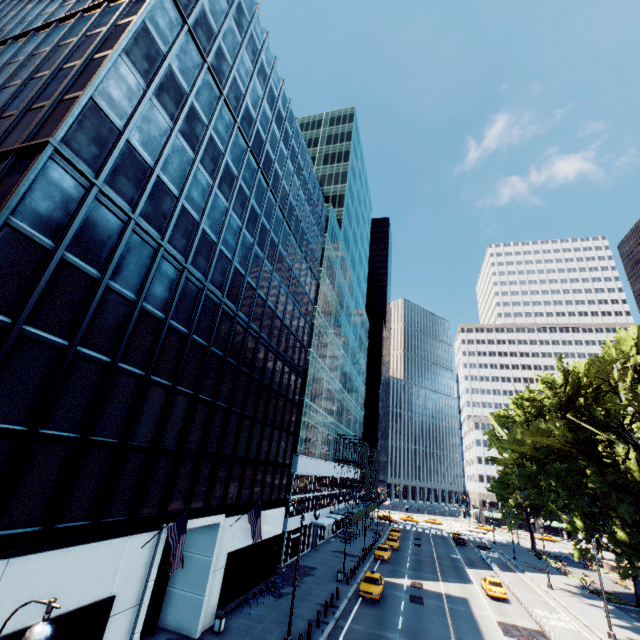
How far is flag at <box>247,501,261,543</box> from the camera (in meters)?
21.66

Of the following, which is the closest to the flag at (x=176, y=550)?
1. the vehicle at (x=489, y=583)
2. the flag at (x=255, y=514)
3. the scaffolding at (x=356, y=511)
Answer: the flag at (x=255, y=514)

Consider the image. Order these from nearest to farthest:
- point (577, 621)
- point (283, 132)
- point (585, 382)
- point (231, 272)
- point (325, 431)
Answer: point (231, 272) < point (577, 621) < point (585, 382) < point (283, 132) < point (325, 431)

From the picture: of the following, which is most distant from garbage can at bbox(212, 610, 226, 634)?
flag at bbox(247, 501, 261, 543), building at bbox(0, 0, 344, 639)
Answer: flag at bbox(247, 501, 261, 543)

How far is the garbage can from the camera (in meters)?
19.48

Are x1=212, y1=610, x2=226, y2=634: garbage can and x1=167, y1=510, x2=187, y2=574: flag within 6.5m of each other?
no

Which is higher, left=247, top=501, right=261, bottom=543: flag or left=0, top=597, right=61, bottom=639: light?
left=0, top=597, right=61, bottom=639: light

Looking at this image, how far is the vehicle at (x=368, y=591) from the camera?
27.84m
